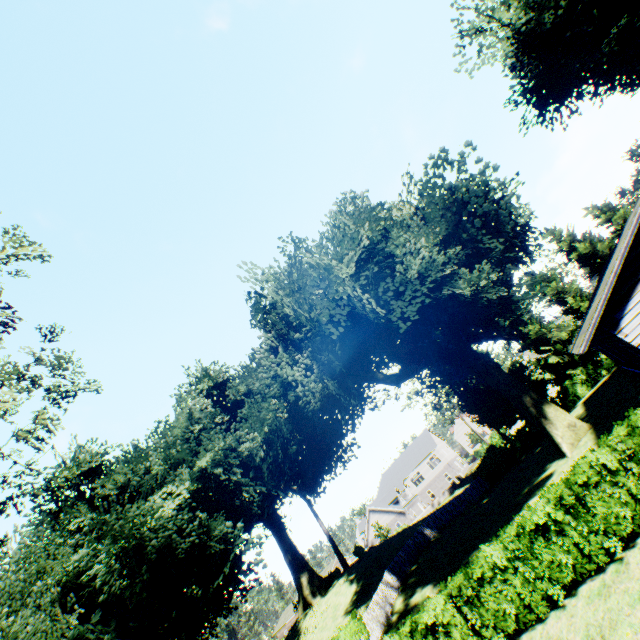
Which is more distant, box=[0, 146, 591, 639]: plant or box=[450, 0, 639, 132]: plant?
box=[0, 146, 591, 639]: plant

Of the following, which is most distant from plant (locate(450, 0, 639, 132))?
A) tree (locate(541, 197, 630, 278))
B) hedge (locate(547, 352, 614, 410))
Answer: hedge (locate(547, 352, 614, 410))

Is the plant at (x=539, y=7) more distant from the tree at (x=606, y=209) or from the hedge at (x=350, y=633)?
the hedge at (x=350, y=633)

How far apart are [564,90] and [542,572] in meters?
23.5

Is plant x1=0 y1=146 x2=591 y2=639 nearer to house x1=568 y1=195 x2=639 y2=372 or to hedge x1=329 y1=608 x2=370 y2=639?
house x1=568 y1=195 x2=639 y2=372

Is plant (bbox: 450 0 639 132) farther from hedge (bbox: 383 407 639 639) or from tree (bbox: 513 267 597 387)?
hedge (bbox: 383 407 639 639)

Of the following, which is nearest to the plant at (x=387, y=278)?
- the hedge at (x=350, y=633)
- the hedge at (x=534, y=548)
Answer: the hedge at (x=534, y=548)
